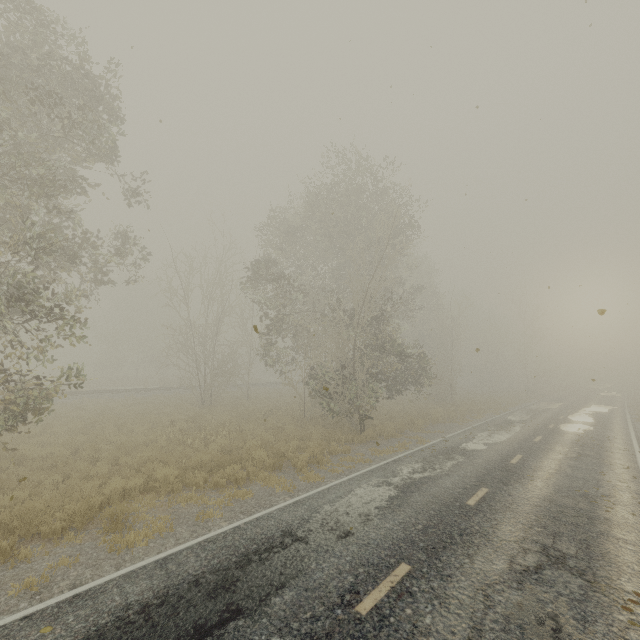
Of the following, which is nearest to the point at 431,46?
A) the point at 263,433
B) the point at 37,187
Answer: the point at 37,187

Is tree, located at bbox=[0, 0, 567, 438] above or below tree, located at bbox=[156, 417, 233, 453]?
above

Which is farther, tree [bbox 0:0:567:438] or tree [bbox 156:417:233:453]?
tree [bbox 156:417:233:453]

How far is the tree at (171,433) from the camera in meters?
13.4 m

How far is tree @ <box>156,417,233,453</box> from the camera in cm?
1345

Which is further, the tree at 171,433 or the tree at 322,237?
the tree at 171,433
